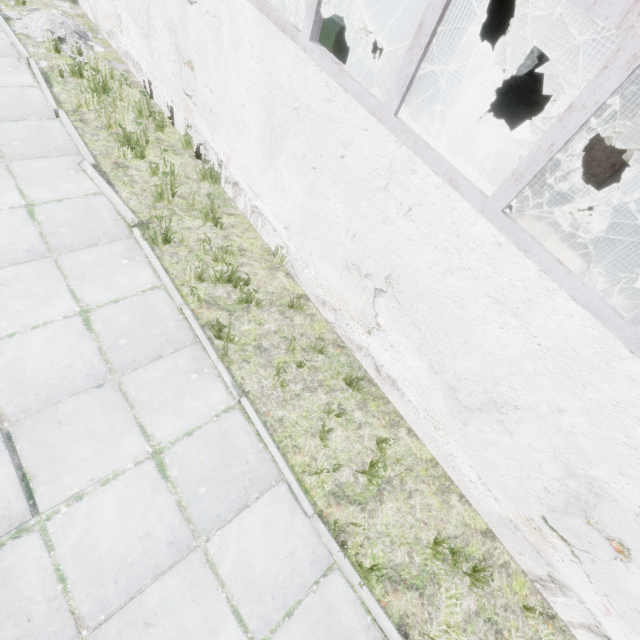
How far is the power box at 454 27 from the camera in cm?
805

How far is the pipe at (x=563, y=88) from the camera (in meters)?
13.89

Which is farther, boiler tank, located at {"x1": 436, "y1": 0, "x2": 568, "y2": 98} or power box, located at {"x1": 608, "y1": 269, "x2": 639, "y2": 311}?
boiler tank, located at {"x1": 436, "y1": 0, "x2": 568, "y2": 98}

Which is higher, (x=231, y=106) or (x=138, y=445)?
(x=231, y=106)

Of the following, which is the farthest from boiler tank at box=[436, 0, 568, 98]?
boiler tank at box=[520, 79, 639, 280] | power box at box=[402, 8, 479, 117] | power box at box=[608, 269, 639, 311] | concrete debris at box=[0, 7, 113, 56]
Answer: power box at box=[608, 269, 639, 311]

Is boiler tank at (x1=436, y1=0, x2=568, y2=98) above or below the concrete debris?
above

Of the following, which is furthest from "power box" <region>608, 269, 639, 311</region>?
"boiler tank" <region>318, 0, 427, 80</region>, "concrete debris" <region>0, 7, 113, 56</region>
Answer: "concrete debris" <region>0, 7, 113, 56</region>

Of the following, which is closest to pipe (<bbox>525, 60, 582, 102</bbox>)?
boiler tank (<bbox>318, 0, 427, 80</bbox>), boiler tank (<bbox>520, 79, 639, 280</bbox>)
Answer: boiler tank (<bbox>520, 79, 639, 280</bbox>)
